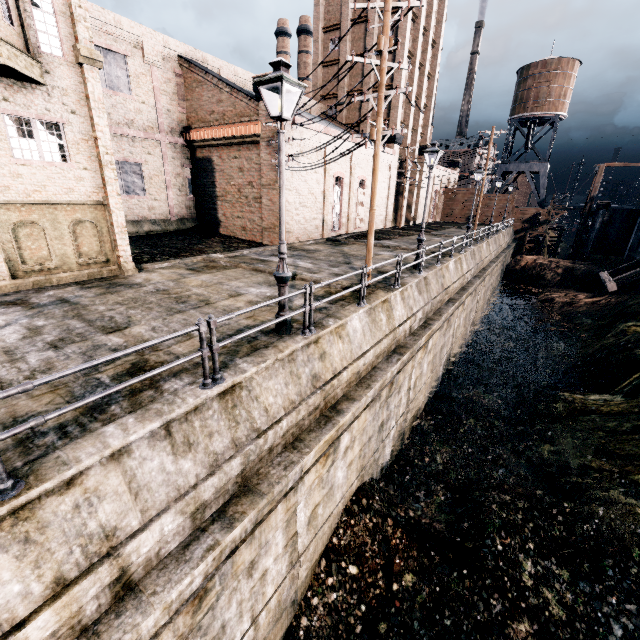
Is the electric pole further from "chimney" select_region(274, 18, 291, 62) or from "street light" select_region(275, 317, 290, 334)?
"chimney" select_region(274, 18, 291, 62)

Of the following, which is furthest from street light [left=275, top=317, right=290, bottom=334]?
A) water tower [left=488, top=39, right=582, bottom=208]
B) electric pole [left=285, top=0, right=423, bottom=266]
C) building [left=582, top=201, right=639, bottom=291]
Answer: water tower [left=488, top=39, right=582, bottom=208]

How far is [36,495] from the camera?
3.70m

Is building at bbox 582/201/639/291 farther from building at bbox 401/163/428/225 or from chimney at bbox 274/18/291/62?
chimney at bbox 274/18/291/62

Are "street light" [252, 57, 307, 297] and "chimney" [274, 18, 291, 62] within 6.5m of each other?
no

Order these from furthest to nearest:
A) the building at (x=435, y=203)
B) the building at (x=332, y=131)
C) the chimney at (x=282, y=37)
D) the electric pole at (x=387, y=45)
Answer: the chimney at (x=282, y=37), the building at (x=435, y=203), the building at (x=332, y=131), the electric pole at (x=387, y=45)

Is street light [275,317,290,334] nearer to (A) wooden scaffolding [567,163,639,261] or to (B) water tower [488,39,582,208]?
(A) wooden scaffolding [567,163,639,261]

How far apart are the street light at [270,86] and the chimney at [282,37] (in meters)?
57.39
